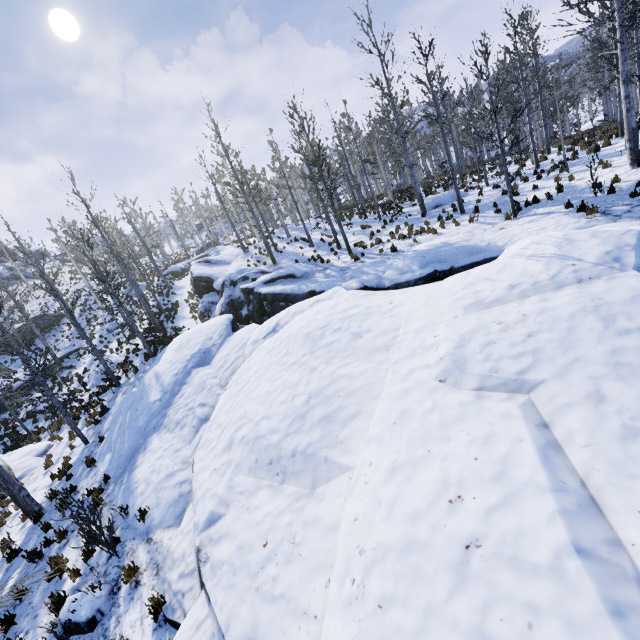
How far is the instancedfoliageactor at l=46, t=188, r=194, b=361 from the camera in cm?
1852

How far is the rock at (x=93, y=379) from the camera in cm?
2106

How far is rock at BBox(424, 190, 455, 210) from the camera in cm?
2131

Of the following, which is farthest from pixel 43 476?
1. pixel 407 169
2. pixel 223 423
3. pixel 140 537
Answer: pixel 407 169

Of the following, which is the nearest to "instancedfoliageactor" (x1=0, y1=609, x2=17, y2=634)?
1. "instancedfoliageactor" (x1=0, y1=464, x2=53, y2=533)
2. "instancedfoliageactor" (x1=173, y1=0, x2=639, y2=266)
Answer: "instancedfoliageactor" (x1=0, y1=464, x2=53, y2=533)

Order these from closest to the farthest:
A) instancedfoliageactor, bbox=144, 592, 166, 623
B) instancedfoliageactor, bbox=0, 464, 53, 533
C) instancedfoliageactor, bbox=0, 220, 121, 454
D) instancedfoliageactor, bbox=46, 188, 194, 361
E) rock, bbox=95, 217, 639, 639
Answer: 1. rock, bbox=95, 217, 639, 639
2. instancedfoliageactor, bbox=144, 592, 166, 623
3. instancedfoliageactor, bbox=0, 464, 53, 533
4. instancedfoliageactor, bbox=0, 220, 121, 454
5. instancedfoliageactor, bbox=46, 188, 194, 361

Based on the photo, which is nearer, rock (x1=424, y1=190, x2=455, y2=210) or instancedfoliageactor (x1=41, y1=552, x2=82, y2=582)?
instancedfoliageactor (x1=41, y1=552, x2=82, y2=582)

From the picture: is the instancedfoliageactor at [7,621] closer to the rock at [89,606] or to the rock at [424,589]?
the rock at [424,589]
